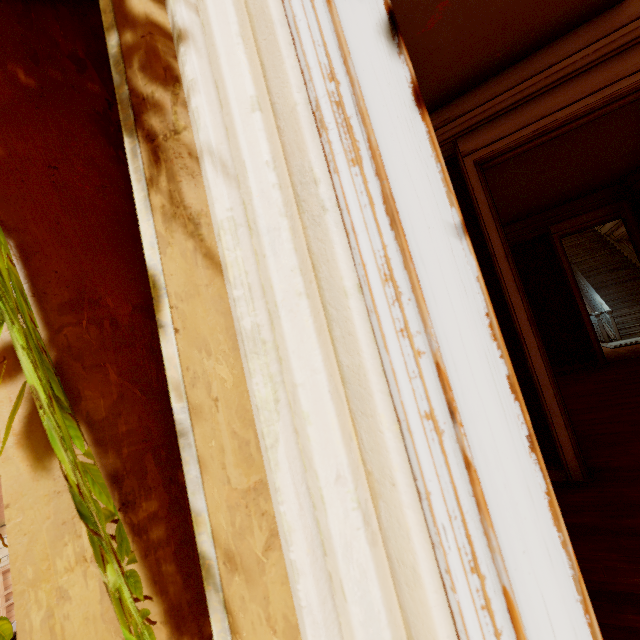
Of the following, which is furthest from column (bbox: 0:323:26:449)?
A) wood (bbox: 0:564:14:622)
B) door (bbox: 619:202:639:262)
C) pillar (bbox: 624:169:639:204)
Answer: wood (bbox: 0:564:14:622)

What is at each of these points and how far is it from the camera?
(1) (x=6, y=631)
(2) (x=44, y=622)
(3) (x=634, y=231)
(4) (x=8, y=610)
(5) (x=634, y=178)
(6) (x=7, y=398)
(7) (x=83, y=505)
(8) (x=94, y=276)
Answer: (1) plant, 1.0 meters
(2) column, 0.7 meters
(3) door, 6.3 meters
(4) wood, 12.9 meters
(5) pillar, 6.7 meters
(6) column, 0.7 meters
(7) plant, 0.4 meters
(8) column, 0.9 meters

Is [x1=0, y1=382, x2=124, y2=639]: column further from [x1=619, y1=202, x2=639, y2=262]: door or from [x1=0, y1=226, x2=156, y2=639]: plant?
[x1=619, y1=202, x2=639, y2=262]: door

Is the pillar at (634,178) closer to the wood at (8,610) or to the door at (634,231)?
the door at (634,231)

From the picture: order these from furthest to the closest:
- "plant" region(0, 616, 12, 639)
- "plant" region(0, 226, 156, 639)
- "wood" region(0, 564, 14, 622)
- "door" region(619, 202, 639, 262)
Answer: "wood" region(0, 564, 14, 622) < "door" region(619, 202, 639, 262) < "plant" region(0, 616, 12, 639) < "plant" region(0, 226, 156, 639)

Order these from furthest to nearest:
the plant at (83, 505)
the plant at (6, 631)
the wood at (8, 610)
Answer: the wood at (8, 610) < the plant at (6, 631) < the plant at (83, 505)

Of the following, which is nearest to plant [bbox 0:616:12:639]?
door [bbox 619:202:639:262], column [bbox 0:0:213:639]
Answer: column [bbox 0:0:213:639]

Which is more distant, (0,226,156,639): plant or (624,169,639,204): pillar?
(624,169,639,204): pillar
